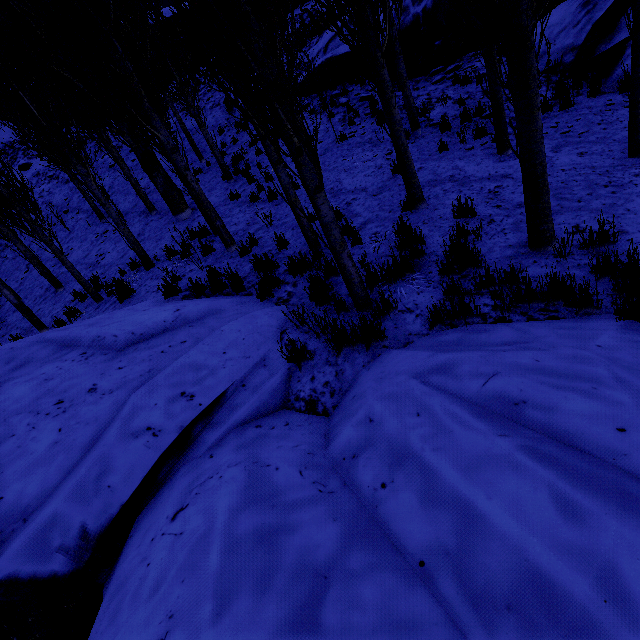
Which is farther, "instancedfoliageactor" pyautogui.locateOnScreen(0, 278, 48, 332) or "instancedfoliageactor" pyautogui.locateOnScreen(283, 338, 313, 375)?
"instancedfoliageactor" pyautogui.locateOnScreen(0, 278, 48, 332)

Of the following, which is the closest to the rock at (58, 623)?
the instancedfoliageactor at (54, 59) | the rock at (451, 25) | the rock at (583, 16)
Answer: the instancedfoliageactor at (54, 59)

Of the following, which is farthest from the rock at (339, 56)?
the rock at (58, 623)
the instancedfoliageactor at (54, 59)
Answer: the rock at (58, 623)

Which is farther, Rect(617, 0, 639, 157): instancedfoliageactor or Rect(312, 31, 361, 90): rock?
Rect(312, 31, 361, 90): rock

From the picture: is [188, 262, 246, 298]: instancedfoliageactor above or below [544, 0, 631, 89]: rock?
below

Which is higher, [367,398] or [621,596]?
[621,596]

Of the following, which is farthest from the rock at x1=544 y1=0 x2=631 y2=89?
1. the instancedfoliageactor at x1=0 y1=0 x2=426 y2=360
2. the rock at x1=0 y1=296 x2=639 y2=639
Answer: the rock at x1=0 y1=296 x2=639 y2=639

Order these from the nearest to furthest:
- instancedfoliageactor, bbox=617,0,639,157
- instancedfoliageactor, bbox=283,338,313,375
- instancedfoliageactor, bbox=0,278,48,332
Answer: instancedfoliageactor, bbox=283,338,313,375, instancedfoliageactor, bbox=617,0,639,157, instancedfoliageactor, bbox=0,278,48,332
